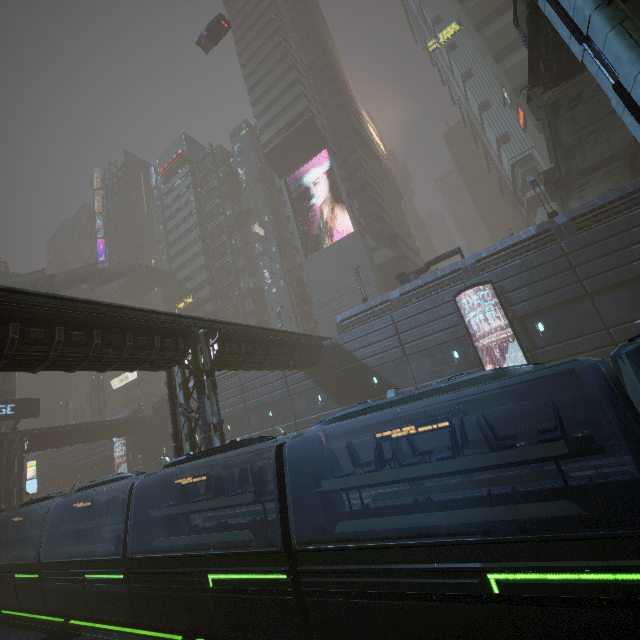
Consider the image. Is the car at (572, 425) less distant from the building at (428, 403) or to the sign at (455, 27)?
the building at (428, 403)

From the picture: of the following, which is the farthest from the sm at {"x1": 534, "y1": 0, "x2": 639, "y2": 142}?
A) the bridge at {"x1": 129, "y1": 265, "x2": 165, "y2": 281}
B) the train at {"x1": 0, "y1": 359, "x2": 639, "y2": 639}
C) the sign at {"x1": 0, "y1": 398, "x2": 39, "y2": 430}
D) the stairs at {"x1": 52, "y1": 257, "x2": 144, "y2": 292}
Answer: the bridge at {"x1": 129, "y1": 265, "x2": 165, "y2": 281}

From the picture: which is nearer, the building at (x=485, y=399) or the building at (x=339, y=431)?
the building at (x=485, y=399)

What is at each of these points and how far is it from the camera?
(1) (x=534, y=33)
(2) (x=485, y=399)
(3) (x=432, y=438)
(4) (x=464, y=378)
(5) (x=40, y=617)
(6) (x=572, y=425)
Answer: (1) bridge, 16.6 meters
(2) building, 21.8 meters
(3) building, 23.5 meters
(4) train, 7.8 meters
(5) train rail, 17.6 meters
(6) car, 17.2 meters

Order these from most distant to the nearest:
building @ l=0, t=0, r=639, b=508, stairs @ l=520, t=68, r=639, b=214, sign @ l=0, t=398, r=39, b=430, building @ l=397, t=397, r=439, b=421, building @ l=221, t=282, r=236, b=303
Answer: building @ l=221, t=282, r=236, b=303 < sign @ l=0, t=398, r=39, b=430 < building @ l=397, t=397, r=439, b=421 < stairs @ l=520, t=68, r=639, b=214 < building @ l=0, t=0, r=639, b=508

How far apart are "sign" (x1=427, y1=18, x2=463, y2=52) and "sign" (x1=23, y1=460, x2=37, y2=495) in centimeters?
7376cm

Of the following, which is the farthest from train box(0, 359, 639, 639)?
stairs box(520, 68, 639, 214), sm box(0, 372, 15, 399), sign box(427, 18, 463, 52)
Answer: sign box(427, 18, 463, 52)

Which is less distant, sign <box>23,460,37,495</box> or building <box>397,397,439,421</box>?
building <box>397,397,439,421</box>
